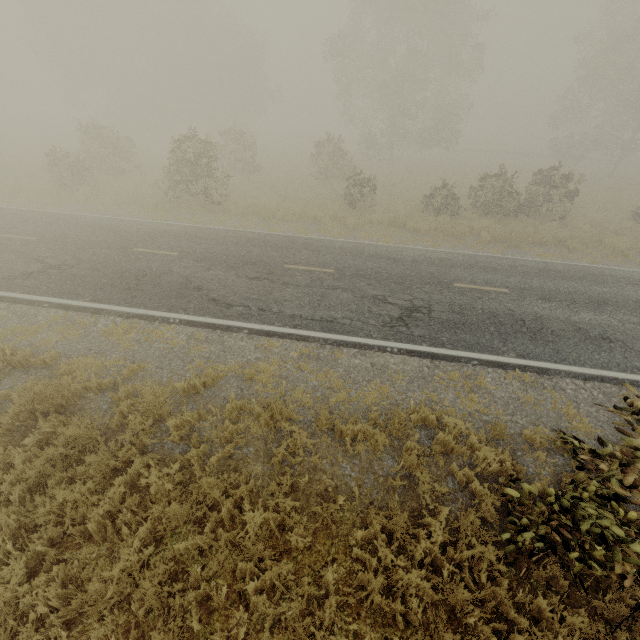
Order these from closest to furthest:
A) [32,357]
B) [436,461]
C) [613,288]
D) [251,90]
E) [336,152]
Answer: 1. [436,461]
2. [32,357]
3. [613,288]
4. [336,152]
5. [251,90]

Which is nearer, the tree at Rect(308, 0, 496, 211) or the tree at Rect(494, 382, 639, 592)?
the tree at Rect(494, 382, 639, 592)

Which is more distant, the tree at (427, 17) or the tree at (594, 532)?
the tree at (427, 17)

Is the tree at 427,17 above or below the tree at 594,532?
above

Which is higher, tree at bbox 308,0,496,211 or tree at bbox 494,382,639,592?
tree at bbox 308,0,496,211
